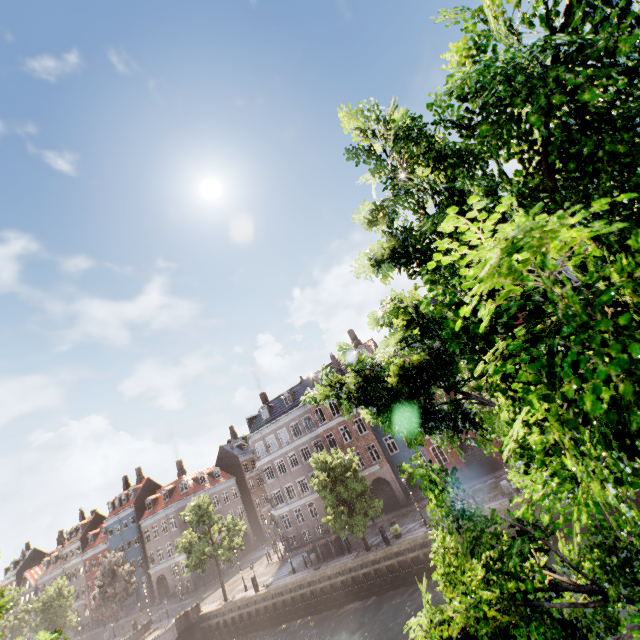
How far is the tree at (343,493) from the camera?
24.2 meters

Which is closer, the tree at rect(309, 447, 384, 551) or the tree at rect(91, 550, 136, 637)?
the tree at rect(309, 447, 384, 551)

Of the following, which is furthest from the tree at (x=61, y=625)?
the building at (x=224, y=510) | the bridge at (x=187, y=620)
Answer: the building at (x=224, y=510)

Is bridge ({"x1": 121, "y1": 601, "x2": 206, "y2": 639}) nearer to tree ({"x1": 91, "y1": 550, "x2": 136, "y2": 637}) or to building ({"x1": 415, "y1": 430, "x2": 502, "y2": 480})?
tree ({"x1": 91, "y1": 550, "x2": 136, "y2": 637})

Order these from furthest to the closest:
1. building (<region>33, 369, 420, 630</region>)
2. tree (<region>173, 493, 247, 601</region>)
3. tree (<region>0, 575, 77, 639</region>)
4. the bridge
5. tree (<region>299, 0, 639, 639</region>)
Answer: building (<region>33, 369, 420, 630</region>), tree (<region>173, 493, 247, 601</region>), the bridge, tree (<region>0, 575, 77, 639</region>), tree (<region>299, 0, 639, 639</region>)

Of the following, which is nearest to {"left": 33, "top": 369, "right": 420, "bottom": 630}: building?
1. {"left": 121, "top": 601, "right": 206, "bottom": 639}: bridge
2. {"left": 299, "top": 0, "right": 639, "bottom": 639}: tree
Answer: {"left": 299, "top": 0, "right": 639, "bottom": 639}: tree

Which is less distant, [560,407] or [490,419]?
[560,407]
